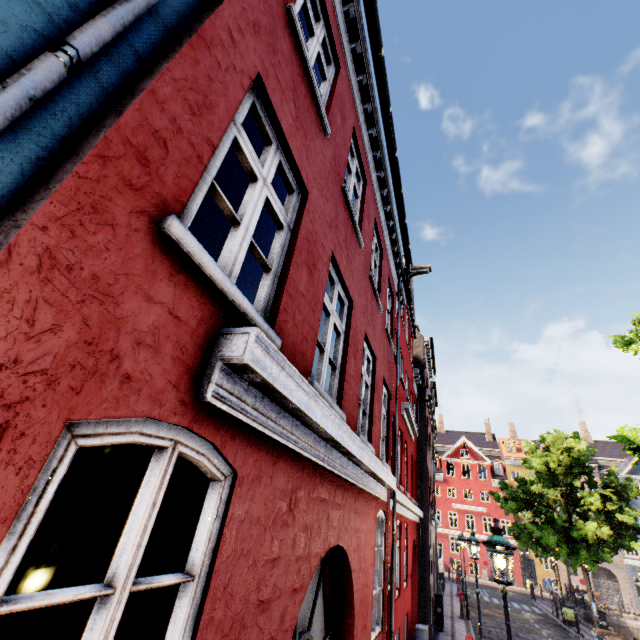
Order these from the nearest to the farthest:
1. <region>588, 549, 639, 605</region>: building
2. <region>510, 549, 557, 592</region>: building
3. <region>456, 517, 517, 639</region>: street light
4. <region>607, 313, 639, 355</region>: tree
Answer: <region>456, 517, 517, 639</region>: street light → <region>607, 313, 639, 355</region>: tree → <region>588, 549, 639, 605</region>: building → <region>510, 549, 557, 592</region>: building

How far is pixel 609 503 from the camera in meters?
17.5

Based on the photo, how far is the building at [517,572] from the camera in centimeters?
3624cm

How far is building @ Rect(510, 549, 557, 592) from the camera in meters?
36.2 m

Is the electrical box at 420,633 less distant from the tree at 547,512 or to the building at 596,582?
the tree at 547,512

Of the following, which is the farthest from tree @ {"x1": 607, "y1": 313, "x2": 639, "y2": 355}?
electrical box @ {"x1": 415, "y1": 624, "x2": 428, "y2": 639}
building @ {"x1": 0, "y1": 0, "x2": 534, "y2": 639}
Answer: electrical box @ {"x1": 415, "y1": 624, "x2": 428, "y2": 639}

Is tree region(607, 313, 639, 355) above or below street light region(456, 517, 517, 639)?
above
